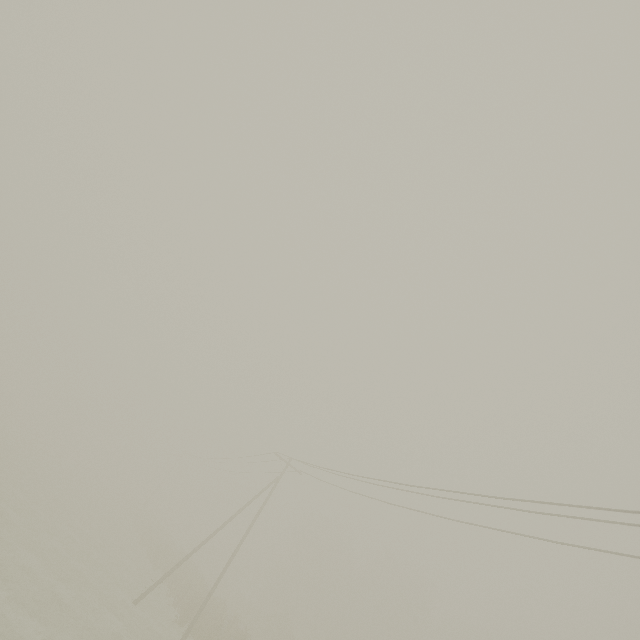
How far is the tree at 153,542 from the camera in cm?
3278

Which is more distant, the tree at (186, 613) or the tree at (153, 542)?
the tree at (153, 542)

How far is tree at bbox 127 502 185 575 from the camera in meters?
32.8

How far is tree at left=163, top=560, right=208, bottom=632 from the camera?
22.4 meters

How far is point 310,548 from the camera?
57.5m

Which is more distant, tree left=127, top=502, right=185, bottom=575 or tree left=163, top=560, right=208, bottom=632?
tree left=127, top=502, right=185, bottom=575
